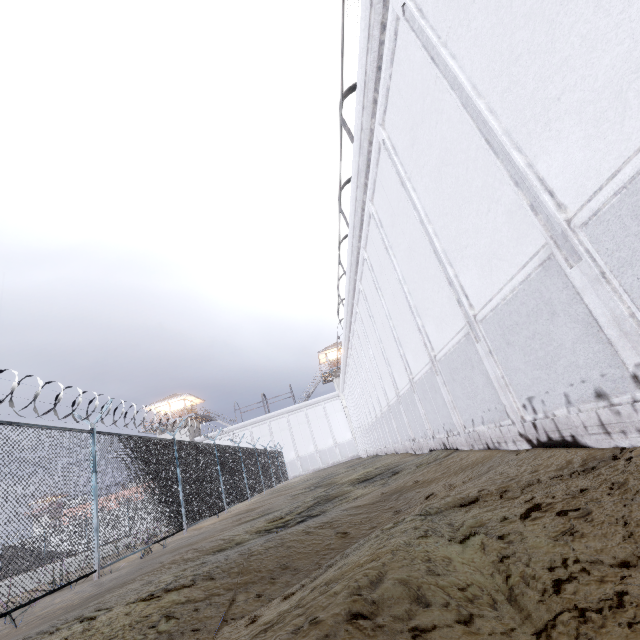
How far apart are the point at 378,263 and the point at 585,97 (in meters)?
8.14
